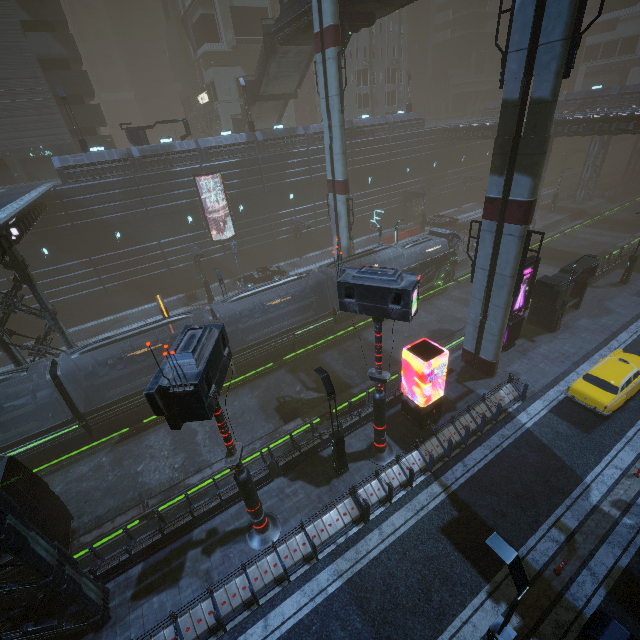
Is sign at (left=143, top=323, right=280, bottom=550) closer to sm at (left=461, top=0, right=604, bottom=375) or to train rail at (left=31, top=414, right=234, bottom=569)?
train rail at (left=31, top=414, right=234, bottom=569)

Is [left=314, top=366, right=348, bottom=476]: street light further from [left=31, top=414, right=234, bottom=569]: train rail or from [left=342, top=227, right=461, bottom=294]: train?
[left=342, top=227, right=461, bottom=294]: train

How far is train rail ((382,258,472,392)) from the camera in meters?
21.9 m

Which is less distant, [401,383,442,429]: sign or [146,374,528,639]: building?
[146,374,528,639]: building

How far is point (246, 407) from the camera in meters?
20.8

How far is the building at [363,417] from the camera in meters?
16.4

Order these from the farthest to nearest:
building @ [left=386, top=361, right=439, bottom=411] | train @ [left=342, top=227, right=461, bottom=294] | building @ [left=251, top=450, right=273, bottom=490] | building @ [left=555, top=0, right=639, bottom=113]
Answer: building @ [left=555, top=0, right=639, bottom=113], train @ [left=342, top=227, right=461, bottom=294], building @ [left=386, top=361, right=439, bottom=411], building @ [left=251, top=450, right=273, bottom=490]

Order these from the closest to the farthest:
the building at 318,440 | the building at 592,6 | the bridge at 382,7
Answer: the building at 318,440 < the bridge at 382,7 < the building at 592,6
